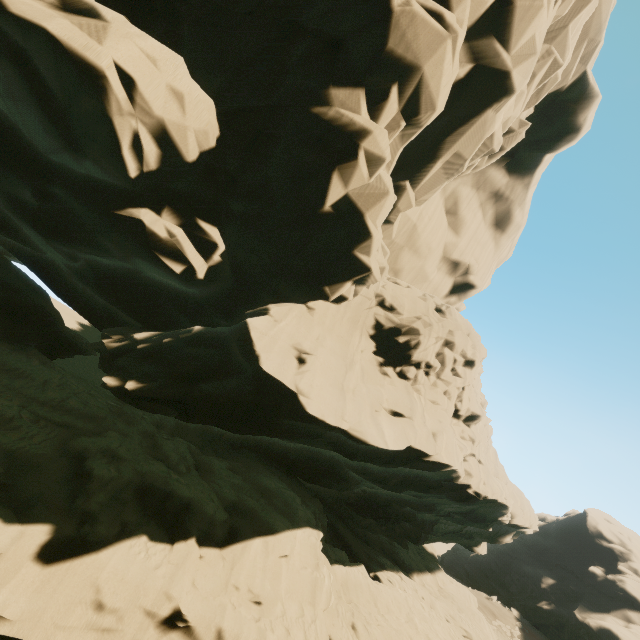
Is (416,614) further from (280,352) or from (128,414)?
(128,414)
